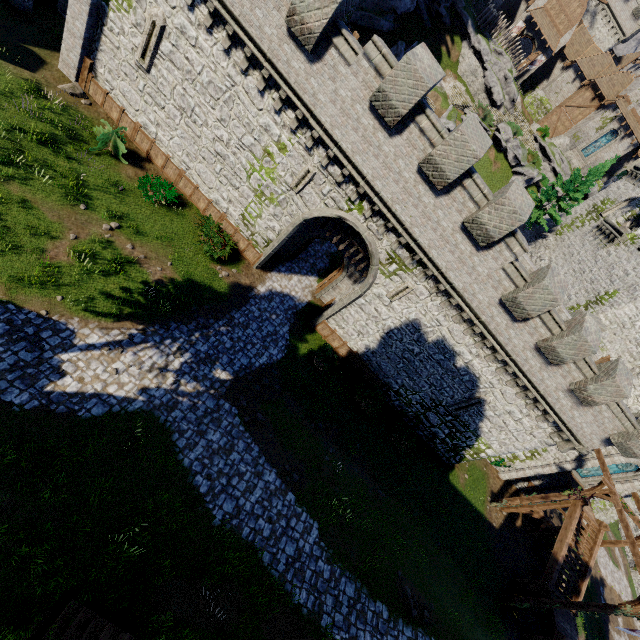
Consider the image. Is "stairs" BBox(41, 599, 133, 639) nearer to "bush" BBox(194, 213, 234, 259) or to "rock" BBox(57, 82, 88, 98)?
"bush" BBox(194, 213, 234, 259)

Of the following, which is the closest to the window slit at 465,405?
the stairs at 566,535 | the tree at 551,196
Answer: the stairs at 566,535

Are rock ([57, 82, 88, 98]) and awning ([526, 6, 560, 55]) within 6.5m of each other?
no

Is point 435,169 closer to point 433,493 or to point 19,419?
point 19,419

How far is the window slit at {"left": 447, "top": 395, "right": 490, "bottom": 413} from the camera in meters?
18.7 m

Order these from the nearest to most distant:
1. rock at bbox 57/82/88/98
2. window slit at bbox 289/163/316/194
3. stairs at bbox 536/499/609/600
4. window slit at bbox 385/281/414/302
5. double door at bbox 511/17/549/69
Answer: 1. window slit at bbox 289/163/316/194
2. rock at bbox 57/82/88/98
3. window slit at bbox 385/281/414/302
4. stairs at bbox 536/499/609/600
5. double door at bbox 511/17/549/69

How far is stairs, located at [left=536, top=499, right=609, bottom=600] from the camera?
20.6 meters

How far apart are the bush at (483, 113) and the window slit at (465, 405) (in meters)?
34.64
